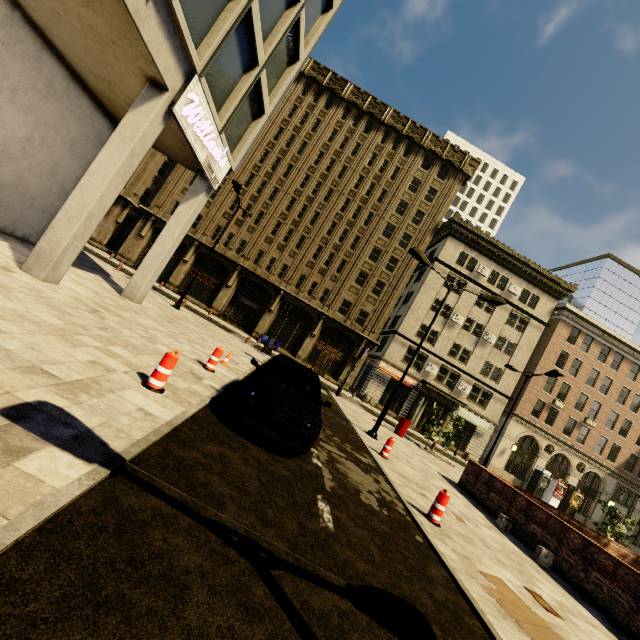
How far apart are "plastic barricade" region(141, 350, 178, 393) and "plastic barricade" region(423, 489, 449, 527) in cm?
590

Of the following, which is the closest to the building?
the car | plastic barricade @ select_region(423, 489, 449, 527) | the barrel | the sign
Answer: the sign

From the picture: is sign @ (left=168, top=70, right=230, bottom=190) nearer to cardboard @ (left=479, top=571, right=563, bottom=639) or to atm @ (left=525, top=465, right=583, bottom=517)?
cardboard @ (left=479, top=571, right=563, bottom=639)

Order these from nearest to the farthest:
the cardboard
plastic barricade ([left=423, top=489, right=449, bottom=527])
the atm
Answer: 1. the cardboard
2. plastic barricade ([left=423, top=489, right=449, bottom=527])
3. the atm

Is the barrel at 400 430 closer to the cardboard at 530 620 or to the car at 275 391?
the car at 275 391

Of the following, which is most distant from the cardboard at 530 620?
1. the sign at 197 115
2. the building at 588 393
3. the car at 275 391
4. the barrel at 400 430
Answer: the barrel at 400 430

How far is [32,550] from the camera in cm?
199

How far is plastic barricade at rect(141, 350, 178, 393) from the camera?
5.3 meters
